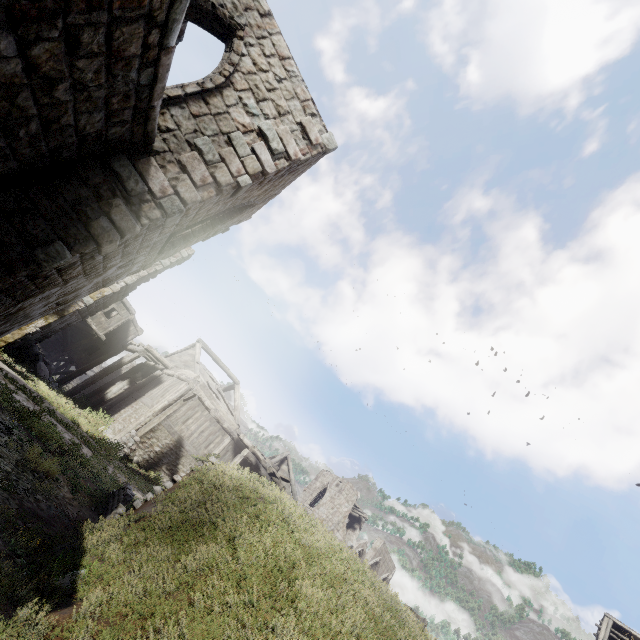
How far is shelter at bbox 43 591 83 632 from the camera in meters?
3.7 m

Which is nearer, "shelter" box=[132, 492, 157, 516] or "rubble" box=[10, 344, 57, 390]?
"shelter" box=[132, 492, 157, 516]

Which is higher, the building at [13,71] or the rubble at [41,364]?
the building at [13,71]

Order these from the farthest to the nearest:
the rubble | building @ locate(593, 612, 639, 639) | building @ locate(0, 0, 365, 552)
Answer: building @ locate(593, 612, 639, 639)
the rubble
building @ locate(0, 0, 365, 552)

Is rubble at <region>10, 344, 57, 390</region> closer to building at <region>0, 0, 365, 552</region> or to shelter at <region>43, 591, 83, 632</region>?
building at <region>0, 0, 365, 552</region>

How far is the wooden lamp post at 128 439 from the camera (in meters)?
14.77

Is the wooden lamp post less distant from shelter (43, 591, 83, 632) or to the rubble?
shelter (43, 591, 83, 632)

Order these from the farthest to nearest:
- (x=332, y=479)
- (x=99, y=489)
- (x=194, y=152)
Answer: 1. (x=332, y=479)
2. (x=99, y=489)
3. (x=194, y=152)
